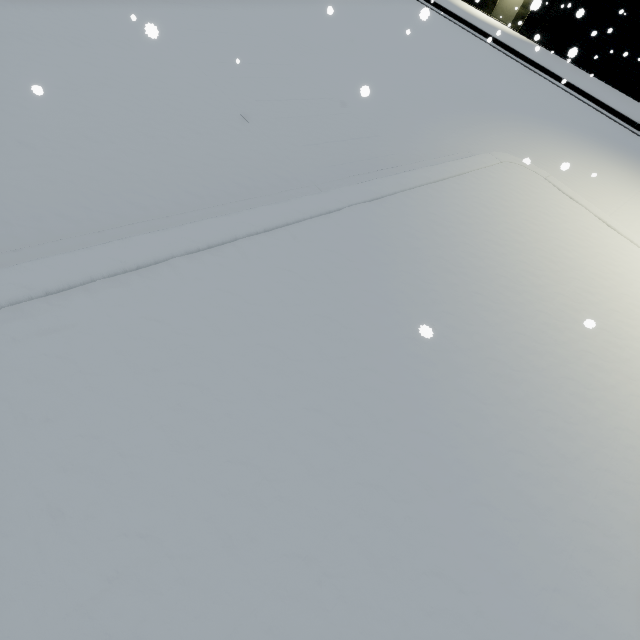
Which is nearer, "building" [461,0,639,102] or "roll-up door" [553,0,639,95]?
"roll-up door" [553,0,639,95]

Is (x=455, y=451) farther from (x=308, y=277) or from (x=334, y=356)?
(x=308, y=277)

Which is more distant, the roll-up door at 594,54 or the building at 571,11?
the building at 571,11
